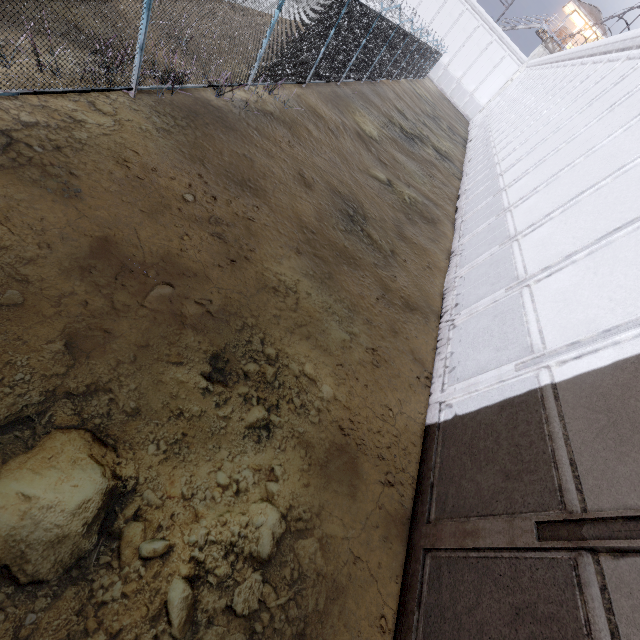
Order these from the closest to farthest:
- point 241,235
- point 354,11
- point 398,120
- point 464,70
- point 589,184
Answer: point 241,235, point 589,184, point 354,11, point 398,120, point 464,70

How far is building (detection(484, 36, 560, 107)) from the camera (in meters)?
38.22

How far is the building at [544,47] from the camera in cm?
3822

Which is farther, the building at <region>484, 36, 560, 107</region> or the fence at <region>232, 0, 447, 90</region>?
the building at <region>484, 36, 560, 107</region>

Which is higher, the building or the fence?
the building

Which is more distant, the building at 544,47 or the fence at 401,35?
the building at 544,47
